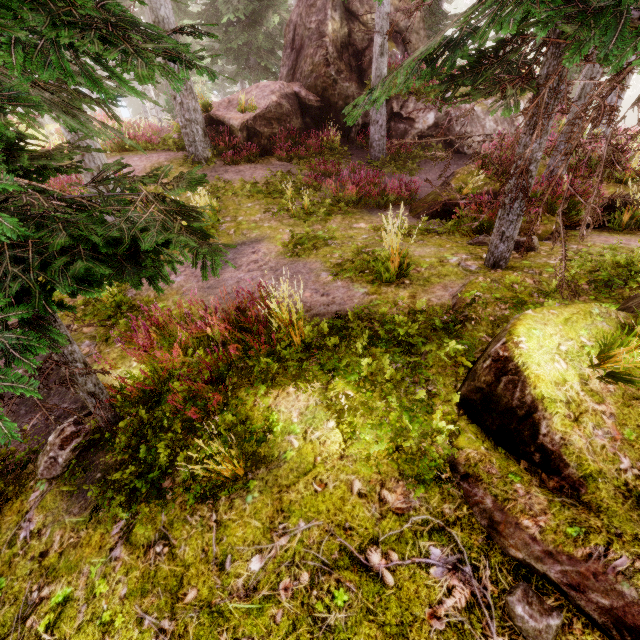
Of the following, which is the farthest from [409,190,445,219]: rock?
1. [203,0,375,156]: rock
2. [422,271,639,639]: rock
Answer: [422,271,639,639]: rock

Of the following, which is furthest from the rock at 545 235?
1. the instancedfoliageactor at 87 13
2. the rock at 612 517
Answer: the rock at 612 517

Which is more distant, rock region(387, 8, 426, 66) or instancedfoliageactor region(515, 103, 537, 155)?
rock region(387, 8, 426, 66)

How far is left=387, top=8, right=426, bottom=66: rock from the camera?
14.0 meters

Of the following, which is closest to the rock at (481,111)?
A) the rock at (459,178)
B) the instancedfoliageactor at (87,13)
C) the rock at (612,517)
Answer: the instancedfoliageactor at (87,13)

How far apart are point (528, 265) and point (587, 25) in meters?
3.4 m

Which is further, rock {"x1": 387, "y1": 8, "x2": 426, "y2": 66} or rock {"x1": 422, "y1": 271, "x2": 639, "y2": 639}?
rock {"x1": 387, "y1": 8, "x2": 426, "y2": 66}

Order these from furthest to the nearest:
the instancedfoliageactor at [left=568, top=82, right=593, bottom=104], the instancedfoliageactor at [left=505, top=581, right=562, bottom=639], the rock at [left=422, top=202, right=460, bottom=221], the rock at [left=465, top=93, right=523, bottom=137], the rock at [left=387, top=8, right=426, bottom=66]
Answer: the rock at [left=387, top=8, right=426, bottom=66], the rock at [left=465, top=93, right=523, bottom=137], the rock at [left=422, top=202, right=460, bottom=221], the instancedfoliageactor at [left=568, top=82, right=593, bottom=104], the instancedfoliageactor at [left=505, top=581, right=562, bottom=639]
